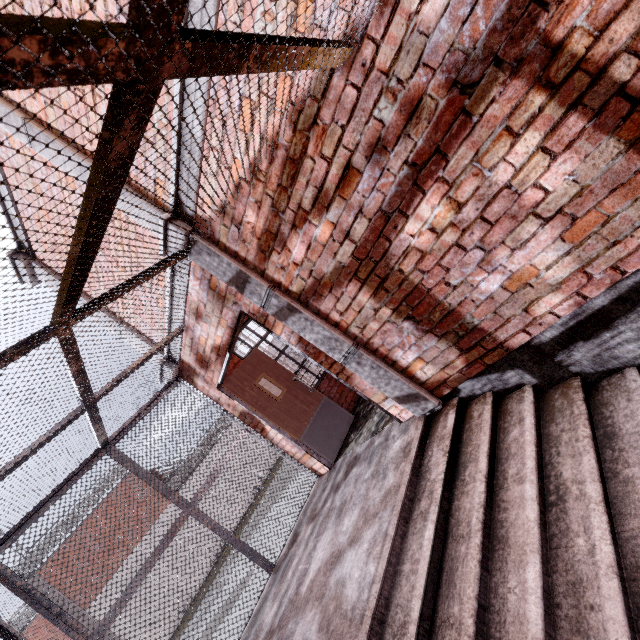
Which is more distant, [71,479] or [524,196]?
[71,479]

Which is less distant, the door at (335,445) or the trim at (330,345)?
the trim at (330,345)

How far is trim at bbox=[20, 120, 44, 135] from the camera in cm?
329

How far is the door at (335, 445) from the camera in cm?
515

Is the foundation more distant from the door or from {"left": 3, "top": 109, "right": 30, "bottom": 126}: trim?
the door

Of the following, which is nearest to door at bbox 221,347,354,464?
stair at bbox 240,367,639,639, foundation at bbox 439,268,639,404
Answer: stair at bbox 240,367,639,639
